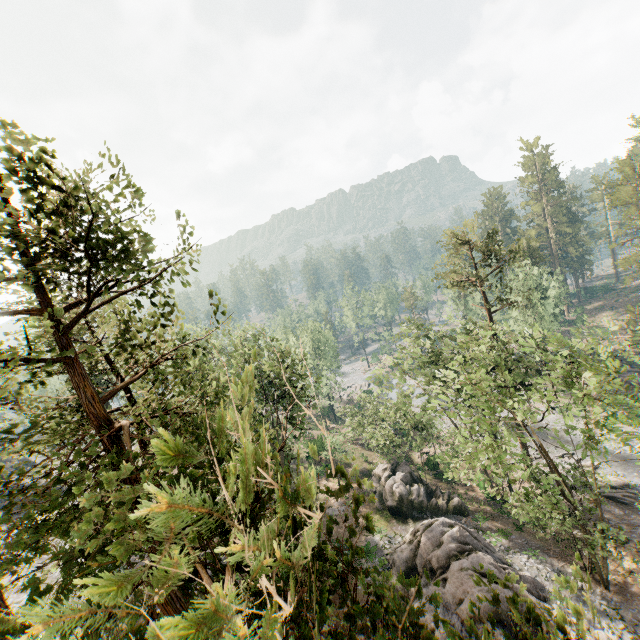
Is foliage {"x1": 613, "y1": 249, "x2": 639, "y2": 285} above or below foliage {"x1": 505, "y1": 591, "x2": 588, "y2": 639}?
below

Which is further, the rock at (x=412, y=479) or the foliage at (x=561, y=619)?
the rock at (x=412, y=479)

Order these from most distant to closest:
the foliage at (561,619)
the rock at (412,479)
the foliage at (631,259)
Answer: the foliage at (631,259) → the rock at (412,479) → the foliage at (561,619)

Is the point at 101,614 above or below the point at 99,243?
below

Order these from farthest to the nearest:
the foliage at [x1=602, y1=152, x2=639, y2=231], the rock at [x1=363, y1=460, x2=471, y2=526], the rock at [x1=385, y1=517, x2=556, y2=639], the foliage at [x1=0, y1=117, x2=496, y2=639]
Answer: the foliage at [x1=602, y1=152, x2=639, y2=231] < the rock at [x1=363, y1=460, x2=471, y2=526] < the rock at [x1=385, y1=517, x2=556, y2=639] < the foliage at [x1=0, y1=117, x2=496, y2=639]

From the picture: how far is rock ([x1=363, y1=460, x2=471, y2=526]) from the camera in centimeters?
2958cm

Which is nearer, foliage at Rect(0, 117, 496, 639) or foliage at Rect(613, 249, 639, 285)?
foliage at Rect(0, 117, 496, 639)
